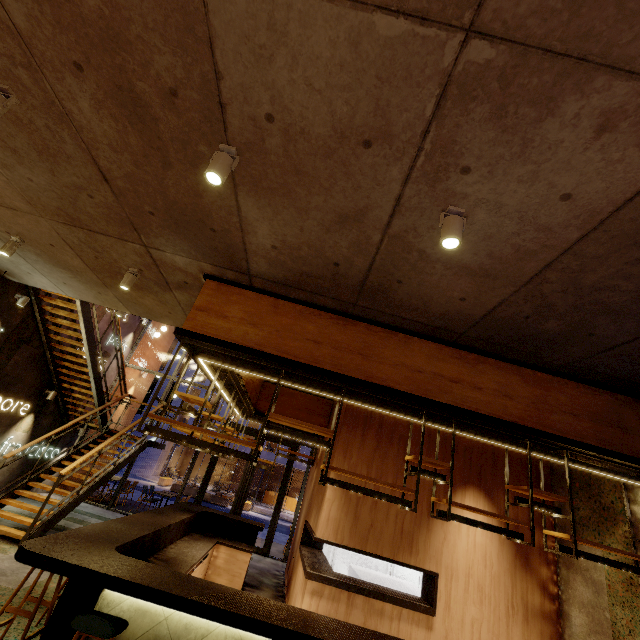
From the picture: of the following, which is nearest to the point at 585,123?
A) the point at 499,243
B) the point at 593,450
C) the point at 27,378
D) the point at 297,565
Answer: the point at 499,243

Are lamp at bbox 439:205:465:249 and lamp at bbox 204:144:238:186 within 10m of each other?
yes

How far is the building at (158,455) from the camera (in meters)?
25.66

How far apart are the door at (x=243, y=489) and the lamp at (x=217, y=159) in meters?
10.8

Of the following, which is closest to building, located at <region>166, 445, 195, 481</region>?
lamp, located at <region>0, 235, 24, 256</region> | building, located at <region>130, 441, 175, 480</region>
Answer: building, located at <region>130, 441, 175, 480</region>

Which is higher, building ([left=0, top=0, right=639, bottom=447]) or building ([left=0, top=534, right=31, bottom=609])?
building ([left=0, top=0, right=639, bottom=447])

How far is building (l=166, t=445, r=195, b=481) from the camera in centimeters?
2877cm

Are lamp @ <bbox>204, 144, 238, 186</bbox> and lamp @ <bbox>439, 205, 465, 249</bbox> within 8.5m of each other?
yes
